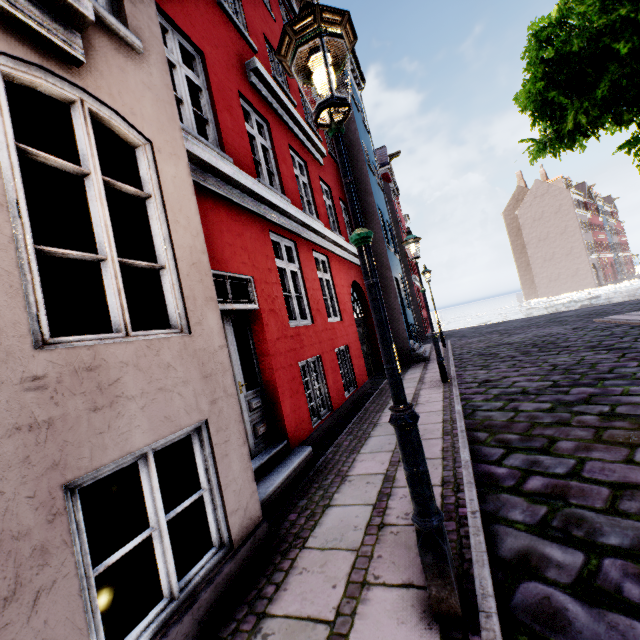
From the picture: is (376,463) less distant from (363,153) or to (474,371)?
(474,371)

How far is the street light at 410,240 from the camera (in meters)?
7.93

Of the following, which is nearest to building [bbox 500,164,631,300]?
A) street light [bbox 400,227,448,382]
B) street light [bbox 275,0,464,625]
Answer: street light [bbox 275,0,464,625]

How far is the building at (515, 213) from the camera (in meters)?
43.09

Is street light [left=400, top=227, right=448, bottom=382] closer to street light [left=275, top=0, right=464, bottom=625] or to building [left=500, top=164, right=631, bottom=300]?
building [left=500, top=164, right=631, bottom=300]

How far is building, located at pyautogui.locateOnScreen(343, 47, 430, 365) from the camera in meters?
12.4

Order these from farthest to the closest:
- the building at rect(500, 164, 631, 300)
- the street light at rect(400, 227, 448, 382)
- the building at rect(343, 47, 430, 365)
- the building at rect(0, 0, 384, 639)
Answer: the building at rect(500, 164, 631, 300) → the building at rect(343, 47, 430, 365) → the street light at rect(400, 227, 448, 382) → the building at rect(0, 0, 384, 639)
